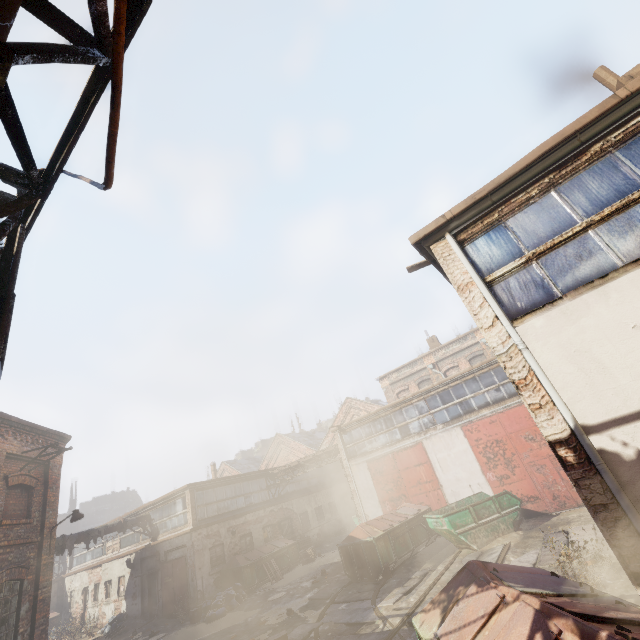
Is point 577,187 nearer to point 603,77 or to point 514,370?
point 514,370

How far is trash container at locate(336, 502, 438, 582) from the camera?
12.56m

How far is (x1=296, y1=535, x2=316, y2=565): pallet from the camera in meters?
20.2

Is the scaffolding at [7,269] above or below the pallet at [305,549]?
above

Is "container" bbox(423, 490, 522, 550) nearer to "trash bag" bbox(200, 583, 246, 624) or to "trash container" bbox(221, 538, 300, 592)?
"trash bag" bbox(200, 583, 246, 624)

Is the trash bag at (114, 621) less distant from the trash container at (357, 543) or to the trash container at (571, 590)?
the trash container at (357, 543)

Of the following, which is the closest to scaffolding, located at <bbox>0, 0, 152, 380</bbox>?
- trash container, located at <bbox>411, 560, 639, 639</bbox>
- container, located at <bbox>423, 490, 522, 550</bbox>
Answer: trash container, located at <bbox>411, 560, 639, 639</bbox>

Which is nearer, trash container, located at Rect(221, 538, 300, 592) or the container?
the container
